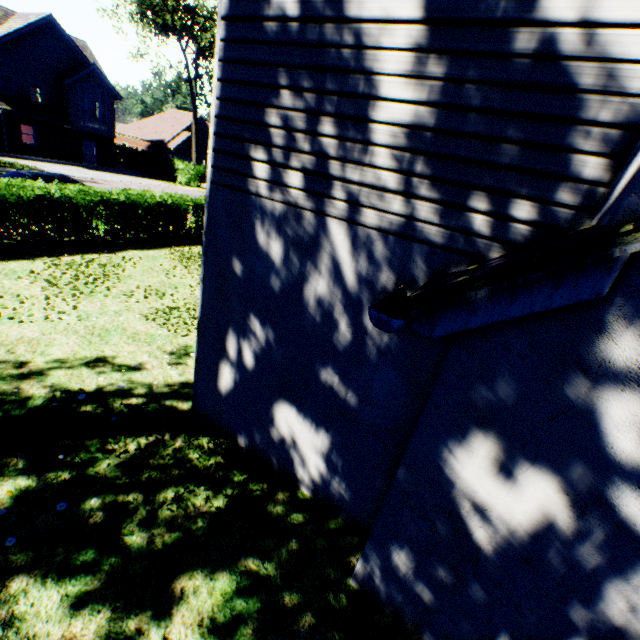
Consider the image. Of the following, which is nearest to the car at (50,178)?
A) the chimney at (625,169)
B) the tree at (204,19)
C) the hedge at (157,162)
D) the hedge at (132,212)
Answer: the hedge at (132,212)

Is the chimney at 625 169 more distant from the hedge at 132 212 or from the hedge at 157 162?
the hedge at 157 162

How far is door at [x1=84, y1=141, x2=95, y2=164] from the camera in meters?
32.6 m

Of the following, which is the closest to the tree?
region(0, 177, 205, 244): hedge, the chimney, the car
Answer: region(0, 177, 205, 244): hedge

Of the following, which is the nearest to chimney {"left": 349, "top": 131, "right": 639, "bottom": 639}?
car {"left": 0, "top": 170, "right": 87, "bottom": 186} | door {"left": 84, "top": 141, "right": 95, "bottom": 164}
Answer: car {"left": 0, "top": 170, "right": 87, "bottom": 186}

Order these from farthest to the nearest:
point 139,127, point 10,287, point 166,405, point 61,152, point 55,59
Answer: point 139,127 → point 61,152 → point 55,59 → point 10,287 → point 166,405

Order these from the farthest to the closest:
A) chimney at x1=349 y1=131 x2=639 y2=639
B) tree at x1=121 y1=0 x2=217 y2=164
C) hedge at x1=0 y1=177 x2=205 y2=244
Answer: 1. tree at x1=121 y1=0 x2=217 y2=164
2. hedge at x1=0 y1=177 x2=205 y2=244
3. chimney at x1=349 y1=131 x2=639 y2=639

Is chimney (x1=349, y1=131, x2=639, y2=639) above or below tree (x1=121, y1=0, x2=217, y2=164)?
below
